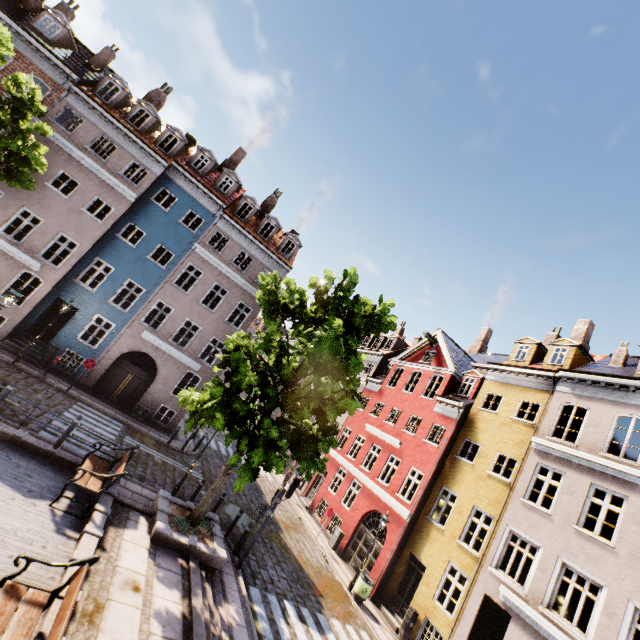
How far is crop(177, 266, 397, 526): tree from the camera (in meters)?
9.76

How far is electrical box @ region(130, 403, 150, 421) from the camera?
18.8m

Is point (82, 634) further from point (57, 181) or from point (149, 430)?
point (57, 181)

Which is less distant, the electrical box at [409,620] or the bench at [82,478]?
the bench at [82,478]

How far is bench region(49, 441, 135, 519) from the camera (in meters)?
8.29

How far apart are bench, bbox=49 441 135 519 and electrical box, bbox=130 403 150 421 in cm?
942

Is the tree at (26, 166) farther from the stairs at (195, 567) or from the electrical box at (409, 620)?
the electrical box at (409, 620)

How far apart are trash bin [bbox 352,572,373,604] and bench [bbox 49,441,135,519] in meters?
11.9
